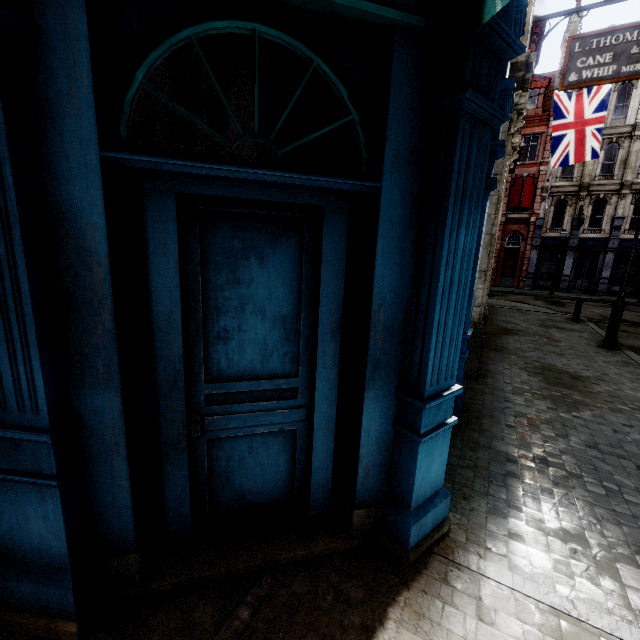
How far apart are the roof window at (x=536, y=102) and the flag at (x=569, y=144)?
17.44m

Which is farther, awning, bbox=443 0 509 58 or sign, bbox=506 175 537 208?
sign, bbox=506 175 537 208

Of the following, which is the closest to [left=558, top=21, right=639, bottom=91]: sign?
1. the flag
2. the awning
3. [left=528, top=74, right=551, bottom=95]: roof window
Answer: the awning

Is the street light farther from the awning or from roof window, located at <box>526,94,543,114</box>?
roof window, located at <box>526,94,543,114</box>

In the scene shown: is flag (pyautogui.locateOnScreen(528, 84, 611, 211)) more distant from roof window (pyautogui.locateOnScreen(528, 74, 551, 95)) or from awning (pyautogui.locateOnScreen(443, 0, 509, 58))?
roof window (pyautogui.locateOnScreen(528, 74, 551, 95))

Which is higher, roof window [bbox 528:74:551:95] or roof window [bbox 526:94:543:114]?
roof window [bbox 528:74:551:95]

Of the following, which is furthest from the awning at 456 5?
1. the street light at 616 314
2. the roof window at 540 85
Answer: the roof window at 540 85

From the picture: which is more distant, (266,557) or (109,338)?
(266,557)
